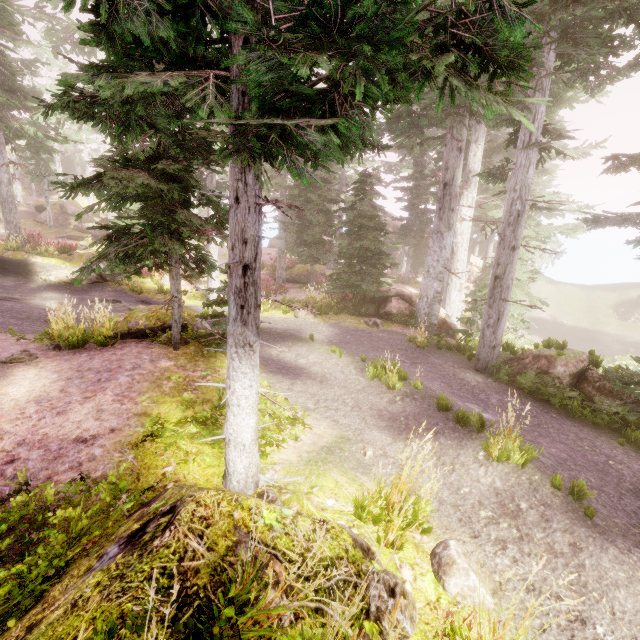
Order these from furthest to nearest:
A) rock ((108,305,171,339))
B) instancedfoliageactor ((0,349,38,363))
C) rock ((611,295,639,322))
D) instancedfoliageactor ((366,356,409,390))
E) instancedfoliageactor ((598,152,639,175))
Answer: rock ((611,295,639,322)) → rock ((108,305,171,339)) → instancedfoliageactor ((598,152,639,175)) → instancedfoliageactor ((366,356,409,390)) → instancedfoliageactor ((0,349,38,363))

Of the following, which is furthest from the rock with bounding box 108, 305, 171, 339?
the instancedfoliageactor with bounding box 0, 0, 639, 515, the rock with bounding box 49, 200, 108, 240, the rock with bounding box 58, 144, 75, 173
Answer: the rock with bounding box 58, 144, 75, 173

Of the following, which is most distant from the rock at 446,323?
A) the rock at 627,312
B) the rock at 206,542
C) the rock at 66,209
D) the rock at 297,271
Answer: the rock at 627,312

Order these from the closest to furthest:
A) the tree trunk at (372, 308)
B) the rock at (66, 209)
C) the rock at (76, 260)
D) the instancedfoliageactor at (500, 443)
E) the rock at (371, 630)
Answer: the rock at (371, 630) < the instancedfoliageactor at (500, 443) < the tree trunk at (372, 308) < the rock at (76, 260) < the rock at (66, 209)

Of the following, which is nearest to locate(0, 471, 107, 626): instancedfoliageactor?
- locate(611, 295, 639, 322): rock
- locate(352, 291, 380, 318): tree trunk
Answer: locate(611, 295, 639, 322): rock

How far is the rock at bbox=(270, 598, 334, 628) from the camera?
1.9m

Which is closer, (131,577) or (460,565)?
(131,577)
